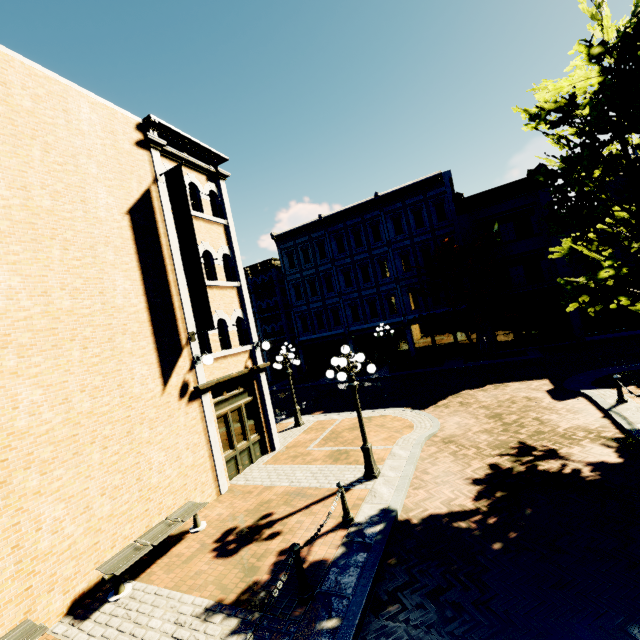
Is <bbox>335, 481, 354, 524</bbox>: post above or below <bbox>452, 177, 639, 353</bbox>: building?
below

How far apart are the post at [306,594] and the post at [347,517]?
1.7m

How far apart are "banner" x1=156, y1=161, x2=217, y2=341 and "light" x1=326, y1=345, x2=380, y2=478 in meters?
3.5

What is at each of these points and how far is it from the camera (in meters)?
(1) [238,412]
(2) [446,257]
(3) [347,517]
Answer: (1) building, 11.64
(2) tree, 21.48
(3) post, 7.06

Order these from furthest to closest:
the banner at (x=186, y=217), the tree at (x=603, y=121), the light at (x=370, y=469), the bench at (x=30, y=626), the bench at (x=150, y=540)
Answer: the banner at (x=186, y=217)
the light at (x=370, y=469)
the tree at (x=603, y=121)
the bench at (x=150, y=540)
the bench at (x=30, y=626)

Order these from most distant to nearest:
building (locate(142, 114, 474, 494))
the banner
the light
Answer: building (locate(142, 114, 474, 494)) → the banner → the light

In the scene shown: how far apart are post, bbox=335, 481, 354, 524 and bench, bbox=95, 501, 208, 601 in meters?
3.5

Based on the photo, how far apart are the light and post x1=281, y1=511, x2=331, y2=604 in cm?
363
